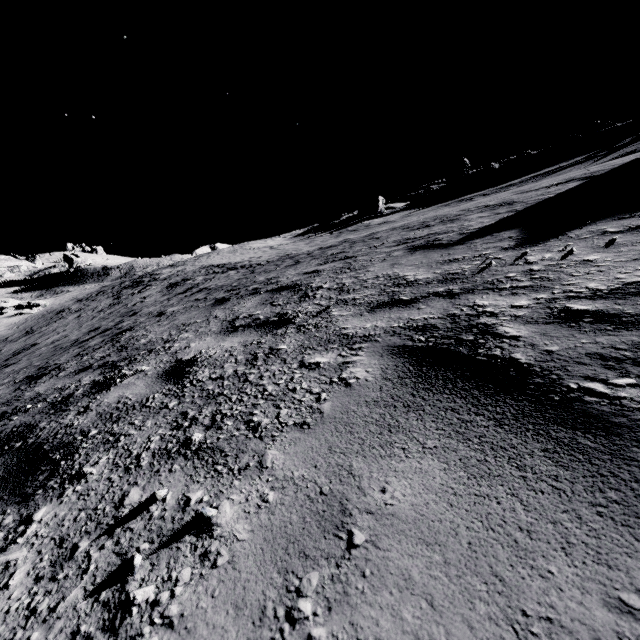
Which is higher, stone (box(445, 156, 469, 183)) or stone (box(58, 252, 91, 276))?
stone (box(58, 252, 91, 276))

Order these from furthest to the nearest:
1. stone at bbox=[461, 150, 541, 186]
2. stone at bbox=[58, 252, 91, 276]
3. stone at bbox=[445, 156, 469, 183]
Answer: stone at bbox=[58, 252, 91, 276], stone at bbox=[445, 156, 469, 183], stone at bbox=[461, 150, 541, 186]

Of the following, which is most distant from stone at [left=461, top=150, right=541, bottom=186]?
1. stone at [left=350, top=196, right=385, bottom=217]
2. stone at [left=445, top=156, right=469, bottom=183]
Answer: stone at [left=350, top=196, right=385, bottom=217]

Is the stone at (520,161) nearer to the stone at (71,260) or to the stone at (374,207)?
the stone at (374,207)

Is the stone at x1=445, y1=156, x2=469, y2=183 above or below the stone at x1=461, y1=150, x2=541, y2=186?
above

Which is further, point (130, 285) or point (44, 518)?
point (130, 285)

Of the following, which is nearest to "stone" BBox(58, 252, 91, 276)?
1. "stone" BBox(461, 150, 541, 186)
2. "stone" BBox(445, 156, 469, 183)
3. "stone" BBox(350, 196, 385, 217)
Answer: "stone" BBox(350, 196, 385, 217)

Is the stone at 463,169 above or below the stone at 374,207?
above
